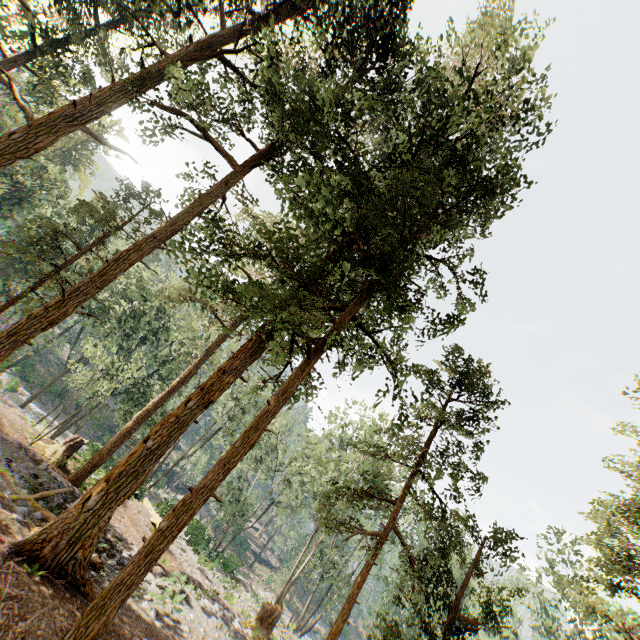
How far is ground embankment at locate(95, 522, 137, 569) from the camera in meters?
11.9 m

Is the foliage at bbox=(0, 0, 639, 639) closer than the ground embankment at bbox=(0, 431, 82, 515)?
Yes

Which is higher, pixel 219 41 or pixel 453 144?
pixel 453 144

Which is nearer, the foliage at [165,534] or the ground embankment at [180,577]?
the foliage at [165,534]

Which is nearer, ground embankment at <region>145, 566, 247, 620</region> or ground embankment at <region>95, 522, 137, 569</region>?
ground embankment at <region>95, 522, 137, 569</region>
